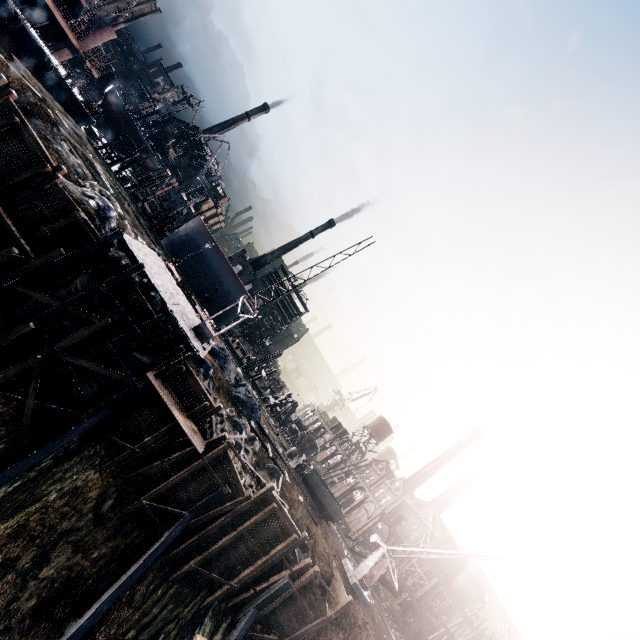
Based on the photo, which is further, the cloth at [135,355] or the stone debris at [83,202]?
the stone debris at [83,202]

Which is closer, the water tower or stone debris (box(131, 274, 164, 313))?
stone debris (box(131, 274, 164, 313))

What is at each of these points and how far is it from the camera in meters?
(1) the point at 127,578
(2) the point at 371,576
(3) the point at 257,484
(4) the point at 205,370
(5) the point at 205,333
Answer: (1) wooden brace, 18.2 m
(2) crane, 31.3 m
(3) stone debris, 24.7 m
(4) stone debris, 25.5 m
(5) crane, 22.5 m

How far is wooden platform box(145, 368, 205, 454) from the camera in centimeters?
1891cm

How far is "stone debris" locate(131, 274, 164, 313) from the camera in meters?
23.2

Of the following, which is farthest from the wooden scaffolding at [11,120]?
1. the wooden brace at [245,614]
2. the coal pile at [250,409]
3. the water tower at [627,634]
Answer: the water tower at [627,634]

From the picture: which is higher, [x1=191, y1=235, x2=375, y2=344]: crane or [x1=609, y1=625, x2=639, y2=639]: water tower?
[x1=609, y1=625, x2=639, y2=639]: water tower

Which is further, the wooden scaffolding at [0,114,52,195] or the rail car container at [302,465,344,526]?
the rail car container at [302,465,344,526]
